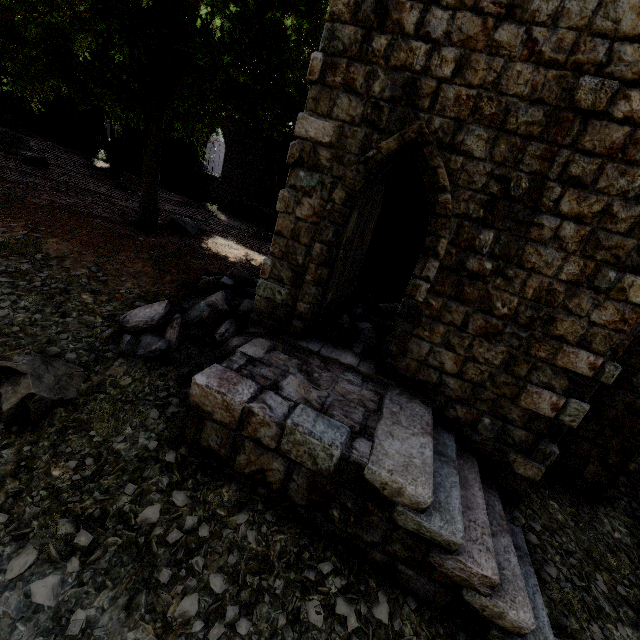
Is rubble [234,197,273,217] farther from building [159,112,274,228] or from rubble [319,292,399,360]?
rubble [319,292,399,360]

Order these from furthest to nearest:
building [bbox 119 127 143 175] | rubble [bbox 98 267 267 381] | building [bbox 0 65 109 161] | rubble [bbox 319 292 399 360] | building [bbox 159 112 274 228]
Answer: building [bbox 0 65 109 161], building [bbox 119 127 143 175], building [bbox 159 112 274 228], rubble [bbox 319 292 399 360], rubble [bbox 98 267 267 381]

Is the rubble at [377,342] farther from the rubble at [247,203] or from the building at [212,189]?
the rubble at [247,203]

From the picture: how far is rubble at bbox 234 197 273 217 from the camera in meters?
19.8 m

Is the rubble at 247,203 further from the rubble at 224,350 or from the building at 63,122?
the rubble at 224,350

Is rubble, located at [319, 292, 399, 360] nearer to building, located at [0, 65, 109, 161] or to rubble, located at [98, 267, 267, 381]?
building, located at [0, 65, 109, 161]

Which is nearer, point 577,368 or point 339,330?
point 577,368

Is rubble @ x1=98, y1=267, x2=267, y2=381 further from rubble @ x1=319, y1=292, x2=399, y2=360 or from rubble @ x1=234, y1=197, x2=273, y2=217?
rubble @ x1=234, y1=197, x2=273, y2=217
